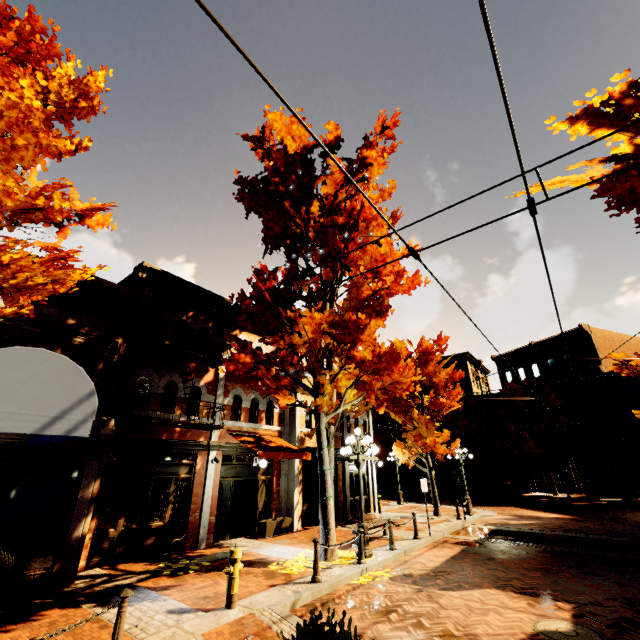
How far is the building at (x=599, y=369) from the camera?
27.5m

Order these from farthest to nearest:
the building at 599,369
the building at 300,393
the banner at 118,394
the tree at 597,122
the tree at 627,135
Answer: the building at 599,369
the building at 300,393
the banner at 118,394
the tree at 627,135
the tree at 597,122

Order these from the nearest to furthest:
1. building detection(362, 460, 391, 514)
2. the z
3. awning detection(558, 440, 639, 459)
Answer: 1. the z
2. building detection(362, 460, 391, 514)
3. awning detection(558, 440, 639, 459)

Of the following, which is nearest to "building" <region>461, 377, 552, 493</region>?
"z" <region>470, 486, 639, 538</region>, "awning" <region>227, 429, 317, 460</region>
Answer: "awning" <region>227, 429, 317, 460</region>

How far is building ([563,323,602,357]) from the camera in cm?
2924

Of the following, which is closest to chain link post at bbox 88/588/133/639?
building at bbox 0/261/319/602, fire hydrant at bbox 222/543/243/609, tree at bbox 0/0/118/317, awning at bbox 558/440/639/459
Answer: fire hydrant at bbox 222/543/243/609

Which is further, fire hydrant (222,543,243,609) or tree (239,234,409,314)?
tree (239,234,409,314)

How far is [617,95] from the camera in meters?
6.1
